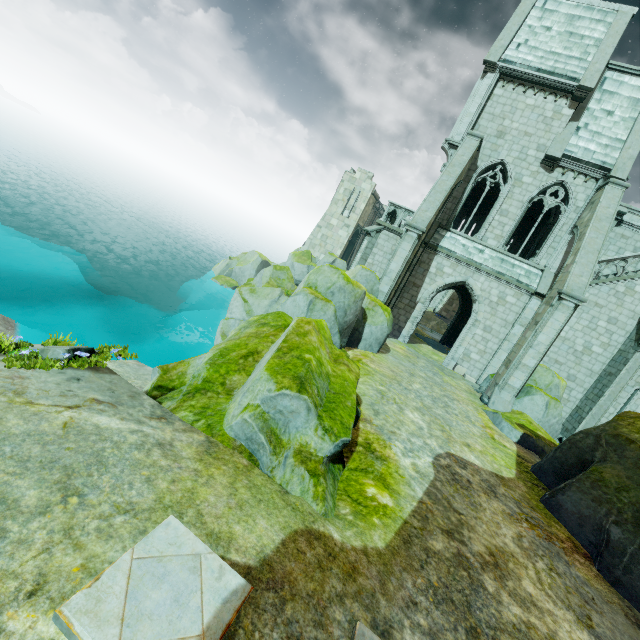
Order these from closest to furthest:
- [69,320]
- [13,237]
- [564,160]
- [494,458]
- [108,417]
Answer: [108,417] → [494,458] → [564,160] → [69,320] → [13,237]

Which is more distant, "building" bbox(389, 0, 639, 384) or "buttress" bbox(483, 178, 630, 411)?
"building" bbox(389, 0, 639, 384)

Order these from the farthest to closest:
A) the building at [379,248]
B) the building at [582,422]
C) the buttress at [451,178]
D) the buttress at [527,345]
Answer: the building at [379,248] < the building at [582,422] < the buttress at [451,178] < the buttress at [527,345]

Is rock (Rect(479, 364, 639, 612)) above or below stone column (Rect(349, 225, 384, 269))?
below

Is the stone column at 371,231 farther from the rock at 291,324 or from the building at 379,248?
the rock at 291,324

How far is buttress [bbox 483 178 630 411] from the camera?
13.2 meters

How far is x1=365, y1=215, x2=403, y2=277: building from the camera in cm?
2028

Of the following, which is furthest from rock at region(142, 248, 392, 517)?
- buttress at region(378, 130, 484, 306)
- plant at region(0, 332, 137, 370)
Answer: plant at region(0, 332, 137, 370)
